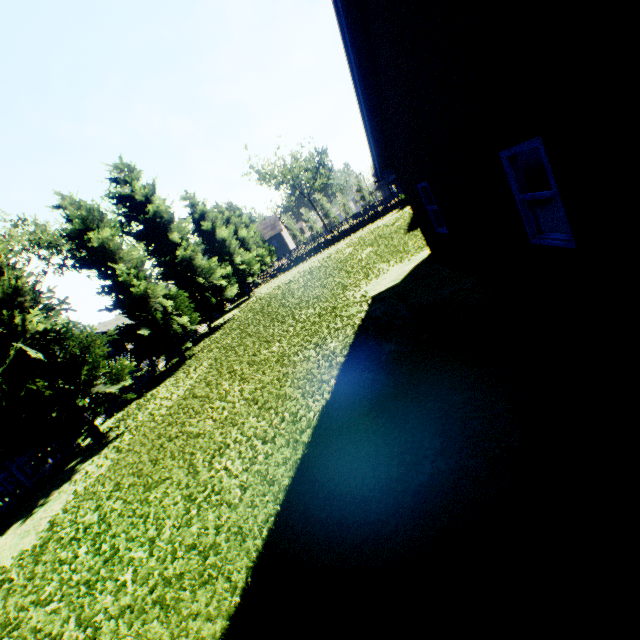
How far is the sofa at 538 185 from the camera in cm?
1020

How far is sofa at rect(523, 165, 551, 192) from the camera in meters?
10.2

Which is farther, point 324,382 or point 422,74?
point 324,382

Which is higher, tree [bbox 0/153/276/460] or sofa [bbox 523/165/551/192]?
tree [bbox 0/153/276/460]

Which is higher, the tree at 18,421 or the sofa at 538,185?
the tree at 18,421
